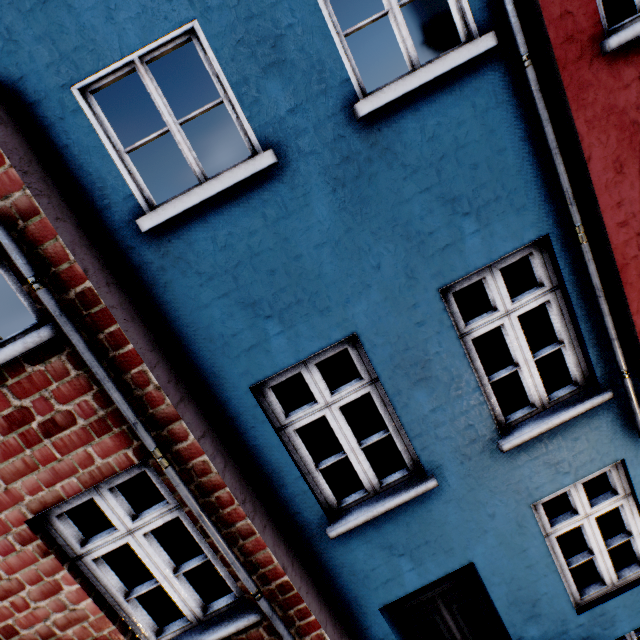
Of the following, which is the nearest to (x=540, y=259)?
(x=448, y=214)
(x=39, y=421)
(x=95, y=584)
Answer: (x=448, y=214)
